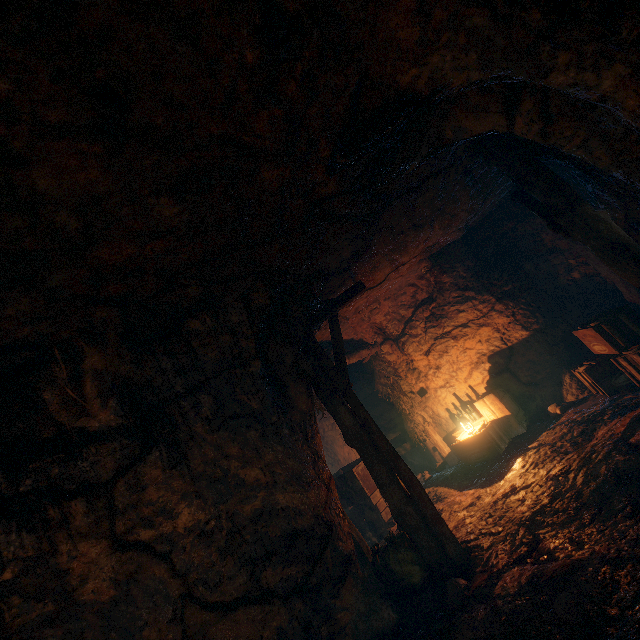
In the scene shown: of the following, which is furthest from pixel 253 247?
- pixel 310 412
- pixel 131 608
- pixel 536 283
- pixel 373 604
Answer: pixel 536 283

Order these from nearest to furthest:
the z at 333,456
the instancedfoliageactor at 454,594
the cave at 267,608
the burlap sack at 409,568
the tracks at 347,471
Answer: the cave at 267,608, the instancedfoliageactor at 454,594, the burlap sack at 409,568, the tracks at 347,471, the z at 333,456

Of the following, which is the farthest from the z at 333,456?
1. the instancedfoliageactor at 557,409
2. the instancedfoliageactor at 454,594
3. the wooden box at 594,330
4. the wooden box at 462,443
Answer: the wooden box at 594,330

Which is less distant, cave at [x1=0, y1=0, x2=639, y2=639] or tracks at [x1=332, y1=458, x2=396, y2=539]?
cave at [x1=0, y1=0, x2=639, y2=639]

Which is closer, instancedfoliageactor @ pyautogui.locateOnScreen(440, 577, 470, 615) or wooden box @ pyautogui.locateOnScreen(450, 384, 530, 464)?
instancedfoliageactor @ pyautogui.locateOnScreen(440, 577, 470, 615)

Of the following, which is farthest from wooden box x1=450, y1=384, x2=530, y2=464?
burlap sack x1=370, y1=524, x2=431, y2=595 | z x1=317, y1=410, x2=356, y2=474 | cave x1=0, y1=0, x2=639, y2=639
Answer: burlap sack x1=370, y1=524, x2=431, y2=595

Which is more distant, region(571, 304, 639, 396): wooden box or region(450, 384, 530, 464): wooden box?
region(450, 384, 530, 464): wooden box

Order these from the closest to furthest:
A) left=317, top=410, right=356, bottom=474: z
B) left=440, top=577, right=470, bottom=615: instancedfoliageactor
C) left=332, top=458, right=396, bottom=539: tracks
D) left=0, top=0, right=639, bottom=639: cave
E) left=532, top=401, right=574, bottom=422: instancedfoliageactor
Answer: left=0, top=0, right=639, bottom=639: cave, left=440, top=577, right=470, bottom=615: instancedfoliageactor, left=532, top=401, right=574, bottom=422: instancedfoliageactor, left=332, top=458, right=396, bottom=539: tracks, left=317, top=410, right=356, bottom=474: z
